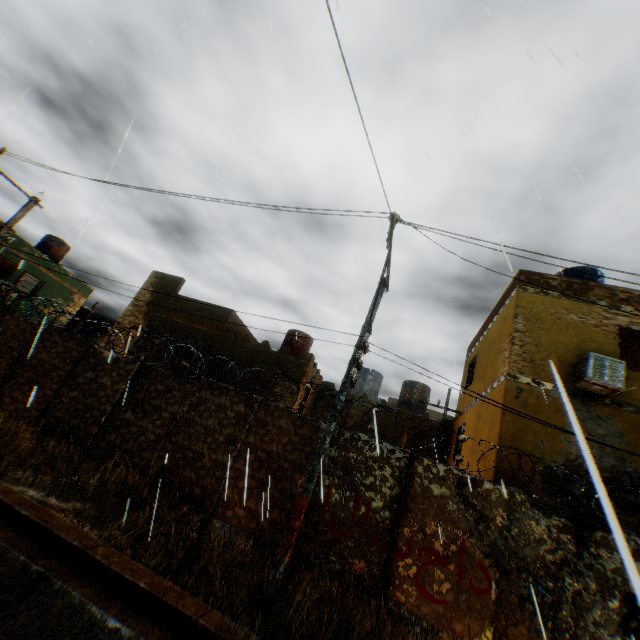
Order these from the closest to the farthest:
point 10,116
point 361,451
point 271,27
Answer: point 10,116 < point 271,27 < point 361,451

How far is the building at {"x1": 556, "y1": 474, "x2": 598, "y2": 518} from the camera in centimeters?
774cm

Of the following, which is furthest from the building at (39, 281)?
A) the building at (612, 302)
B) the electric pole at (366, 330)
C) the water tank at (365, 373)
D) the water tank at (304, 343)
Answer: the water tank at (365, 373)

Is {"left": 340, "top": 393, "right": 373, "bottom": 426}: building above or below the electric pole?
above

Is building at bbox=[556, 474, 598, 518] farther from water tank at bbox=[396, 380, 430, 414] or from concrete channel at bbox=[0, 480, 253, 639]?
water tank at bbox=[396, 380, 430, 414]

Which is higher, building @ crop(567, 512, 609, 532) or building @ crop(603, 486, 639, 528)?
building @ crop(603, 486, 639, 528)

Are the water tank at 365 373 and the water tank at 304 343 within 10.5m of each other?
yes

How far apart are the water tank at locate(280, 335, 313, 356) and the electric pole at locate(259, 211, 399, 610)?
10.13m
